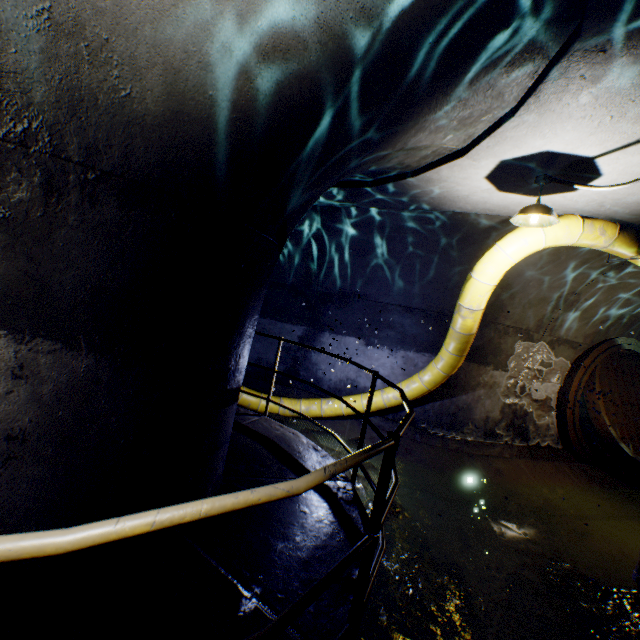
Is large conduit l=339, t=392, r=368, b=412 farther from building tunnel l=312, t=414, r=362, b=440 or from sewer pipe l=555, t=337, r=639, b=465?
sewer pipe l=555, t=337, r=639, b=465

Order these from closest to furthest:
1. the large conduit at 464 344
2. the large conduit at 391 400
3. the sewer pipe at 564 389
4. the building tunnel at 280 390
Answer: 1. the large conduit at 464 344
2. the large conduit at 391 400
3. the sewer pipe at 564 389
4. the building tunnel at 280 390

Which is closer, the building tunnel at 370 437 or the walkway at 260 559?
the walkway at 260 559

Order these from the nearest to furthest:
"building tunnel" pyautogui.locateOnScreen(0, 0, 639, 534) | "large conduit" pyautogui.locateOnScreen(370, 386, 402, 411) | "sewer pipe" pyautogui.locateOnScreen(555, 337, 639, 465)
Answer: "building tunnel" pyautogui.locateOnScreen(0, 0, 639, 534) → "large conduit" pyautogui.locateOnScreen(370, 386, 402, 411) → "sewer pipe" pyautogui.locateOnScreen(555, 337, 639, 465)

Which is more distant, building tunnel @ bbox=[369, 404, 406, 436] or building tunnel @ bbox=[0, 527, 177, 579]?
building tunnel @ bbox=[369, 404, 406, 436]

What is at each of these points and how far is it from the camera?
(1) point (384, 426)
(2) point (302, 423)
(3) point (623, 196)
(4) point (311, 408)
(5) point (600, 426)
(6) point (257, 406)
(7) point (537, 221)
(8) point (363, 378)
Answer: (1) building tunnel, 7.0m
(2) building tunnel, 7.2m
(3) building tunnel, 3.7m
(4) large conduit, 7.1m
(5) sewer grate, 6.8m
(6) large conduit, 7.0m
(7) ceiling light, 3.7m
(8) building tunnel, 7.5m

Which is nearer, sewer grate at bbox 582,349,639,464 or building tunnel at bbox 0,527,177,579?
building tunnel at bbox 0,527,177,579

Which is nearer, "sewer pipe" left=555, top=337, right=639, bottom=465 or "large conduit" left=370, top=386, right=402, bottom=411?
"large conduit" left=370, top=386, right=402, bottom=411
